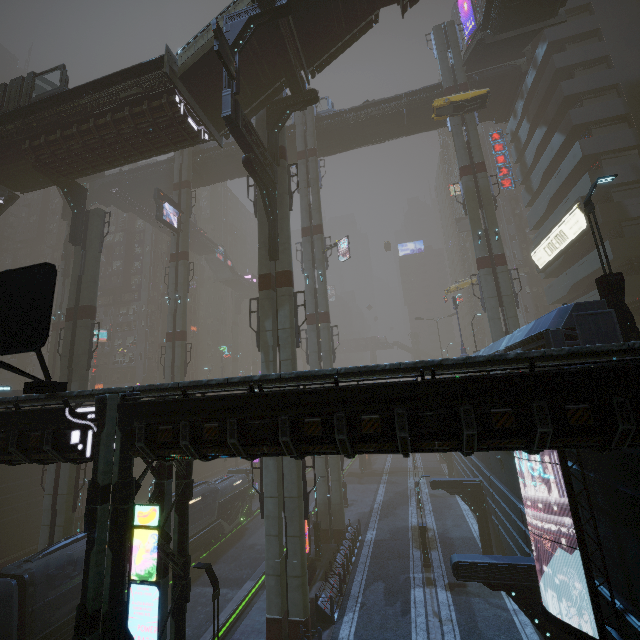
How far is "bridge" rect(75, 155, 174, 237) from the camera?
41.19m

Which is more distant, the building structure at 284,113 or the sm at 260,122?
the sm at 260,122

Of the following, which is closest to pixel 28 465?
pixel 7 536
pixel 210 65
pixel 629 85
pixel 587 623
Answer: pixel 7 536

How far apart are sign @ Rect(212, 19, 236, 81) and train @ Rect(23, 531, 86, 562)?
24.59m

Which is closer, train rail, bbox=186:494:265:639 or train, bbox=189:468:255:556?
train rail, bbox=186:494:265:639

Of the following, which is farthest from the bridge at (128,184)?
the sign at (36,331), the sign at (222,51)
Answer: the sign at (36,331)
